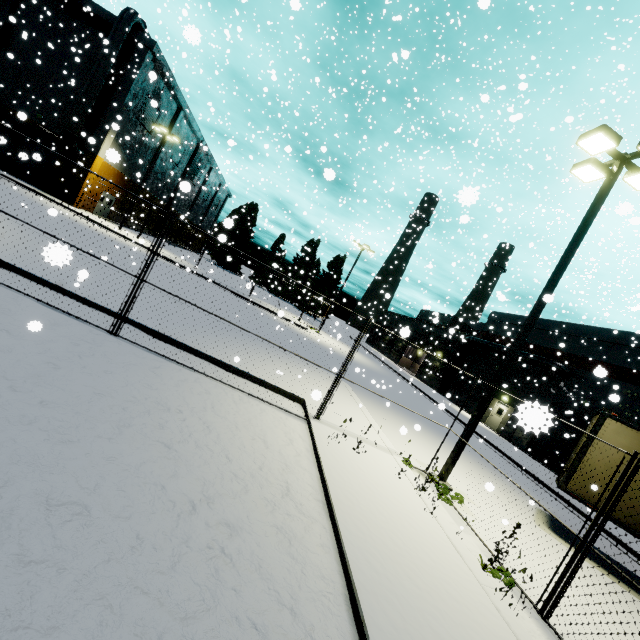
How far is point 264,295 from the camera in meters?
47.0

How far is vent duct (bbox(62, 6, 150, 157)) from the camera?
25.52m

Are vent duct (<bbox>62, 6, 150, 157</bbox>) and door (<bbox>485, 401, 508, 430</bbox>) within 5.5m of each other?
no

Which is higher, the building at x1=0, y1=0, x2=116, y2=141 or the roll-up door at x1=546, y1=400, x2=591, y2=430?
the building at x1=0, y1=0, x2=116, y2=141

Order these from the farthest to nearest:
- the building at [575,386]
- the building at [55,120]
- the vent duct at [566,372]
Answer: the building at [55,120] < the vent duct at [566,372] < the building at [575,386]

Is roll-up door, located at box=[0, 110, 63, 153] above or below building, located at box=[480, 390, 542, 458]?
above

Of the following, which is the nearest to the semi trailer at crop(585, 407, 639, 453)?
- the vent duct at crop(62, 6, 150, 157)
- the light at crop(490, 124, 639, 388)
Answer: the light at crop(490, 124, 639, 388)

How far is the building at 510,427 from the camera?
1.8m
